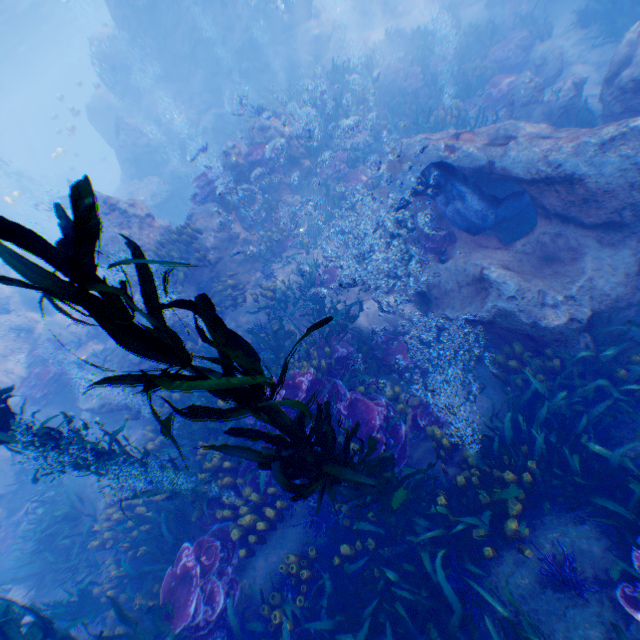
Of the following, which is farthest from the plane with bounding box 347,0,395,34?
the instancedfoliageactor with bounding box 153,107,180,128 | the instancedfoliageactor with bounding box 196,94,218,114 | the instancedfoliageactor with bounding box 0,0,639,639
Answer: the instancedfoliageactor with bounding box 153,107,180,128

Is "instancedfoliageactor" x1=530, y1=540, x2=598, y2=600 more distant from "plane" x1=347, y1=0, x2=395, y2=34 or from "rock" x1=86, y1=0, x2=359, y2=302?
"plane" x1=347, y1=0, x2=395, y2=34

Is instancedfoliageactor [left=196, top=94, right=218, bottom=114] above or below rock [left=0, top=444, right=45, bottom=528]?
above

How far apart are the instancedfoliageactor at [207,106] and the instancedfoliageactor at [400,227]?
17.3m

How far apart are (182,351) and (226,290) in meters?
8.2

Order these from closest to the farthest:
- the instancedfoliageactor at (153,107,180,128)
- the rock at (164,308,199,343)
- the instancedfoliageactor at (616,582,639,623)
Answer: the instancedfoliageactor at (616,582,639,623), the rock at (164,308,199,343), the instancedfoliageactor at (153,107,180,128)

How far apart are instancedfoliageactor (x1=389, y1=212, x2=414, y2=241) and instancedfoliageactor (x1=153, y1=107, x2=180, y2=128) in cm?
1951

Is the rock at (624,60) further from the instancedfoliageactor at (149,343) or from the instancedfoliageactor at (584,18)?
the instancedfoliageactor at (584,18)
